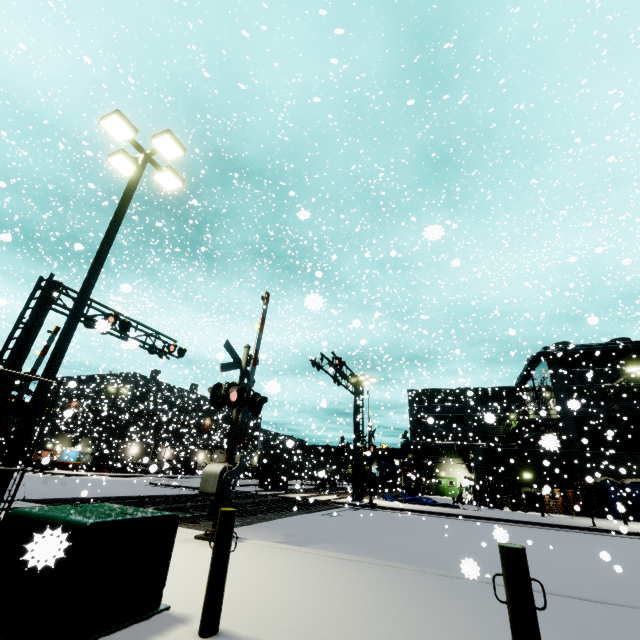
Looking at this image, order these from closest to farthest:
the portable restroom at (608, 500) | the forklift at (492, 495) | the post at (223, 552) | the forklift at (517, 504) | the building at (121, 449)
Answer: the post at (223, 552), the portable restroom at (608, 500), the forklift at (517, 504), the forklift at (492, 495), the building at (121, 449)

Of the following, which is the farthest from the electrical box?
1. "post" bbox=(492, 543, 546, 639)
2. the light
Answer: "post" bbox=(492, 543, 546, 639)

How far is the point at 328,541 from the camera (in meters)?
10.09

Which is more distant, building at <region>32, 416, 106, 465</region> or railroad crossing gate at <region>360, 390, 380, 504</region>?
building at <region>32, 416, 106, 465</region>

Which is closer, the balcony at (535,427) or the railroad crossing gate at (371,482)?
the railroad crossing gate at (371,482)

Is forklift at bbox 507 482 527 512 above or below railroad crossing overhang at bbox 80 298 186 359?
below

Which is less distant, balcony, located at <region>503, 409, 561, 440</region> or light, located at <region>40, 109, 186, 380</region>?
light, located at <region>40, 109, 186, 380</region>

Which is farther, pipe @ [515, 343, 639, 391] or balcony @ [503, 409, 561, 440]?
balcony @ [503, 409, 561, 440]
